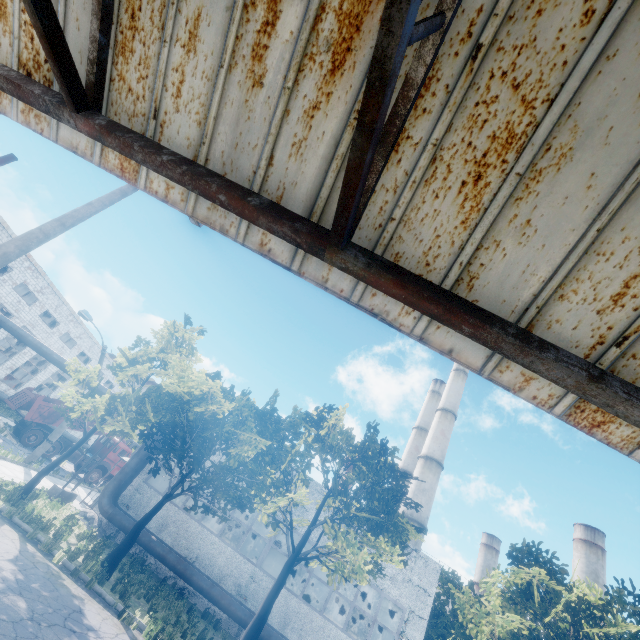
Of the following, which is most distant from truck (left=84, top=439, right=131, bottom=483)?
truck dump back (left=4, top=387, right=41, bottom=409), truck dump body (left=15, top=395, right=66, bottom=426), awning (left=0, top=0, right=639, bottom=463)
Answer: awning (left=0, top=0, right=639, bottom=463)

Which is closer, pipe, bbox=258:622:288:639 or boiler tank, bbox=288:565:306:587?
pipe, bbox=258:622:288:639

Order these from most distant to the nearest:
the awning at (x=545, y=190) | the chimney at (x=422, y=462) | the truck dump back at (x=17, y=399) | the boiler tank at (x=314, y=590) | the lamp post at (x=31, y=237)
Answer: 1. the chimney at (x=422, y=462)
2. the boiler tank at (x=314, y=590)
3. the truck dump back at (x=17, y=399)
4. the lamp post at (x=31, y=237)
5. the awning at (x=545, y=190)

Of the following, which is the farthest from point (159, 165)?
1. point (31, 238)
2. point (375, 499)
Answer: point (375, 499)

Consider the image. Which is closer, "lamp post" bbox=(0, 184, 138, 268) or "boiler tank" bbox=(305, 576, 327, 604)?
"lamp post" bbox=(0, 184, 138, 268)

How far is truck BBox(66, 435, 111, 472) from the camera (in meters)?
25.30

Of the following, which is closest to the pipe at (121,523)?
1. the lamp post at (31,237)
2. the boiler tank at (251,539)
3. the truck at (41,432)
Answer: the truck at (41,432)

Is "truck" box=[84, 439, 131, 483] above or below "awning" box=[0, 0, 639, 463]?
below
